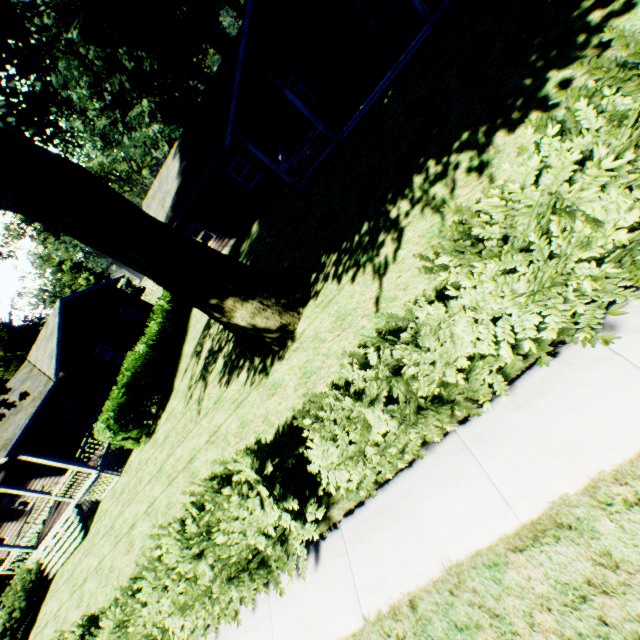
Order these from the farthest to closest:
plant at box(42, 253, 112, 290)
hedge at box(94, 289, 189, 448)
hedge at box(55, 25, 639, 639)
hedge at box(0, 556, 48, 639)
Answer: plant at box(42, 253, 112, 290) → hedge at box(0, 556, 48, 639) → hedge at box(94, 289, 189, 448) → hedge at box(55, 25, 639, 639)

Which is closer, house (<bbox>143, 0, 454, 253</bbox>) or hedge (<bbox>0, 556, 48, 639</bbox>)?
house (<bbox>143, 0, 454, 253</bbox>)

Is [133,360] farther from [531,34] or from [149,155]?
[149,155]

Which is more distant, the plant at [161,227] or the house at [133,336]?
the house at [133,336]

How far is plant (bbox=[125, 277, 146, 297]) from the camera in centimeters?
5720cm

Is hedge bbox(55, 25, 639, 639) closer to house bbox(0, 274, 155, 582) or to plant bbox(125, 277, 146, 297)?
plant bbox(125, 277, 146, 297)

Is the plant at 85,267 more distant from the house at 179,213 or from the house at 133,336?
the house at 179,213
